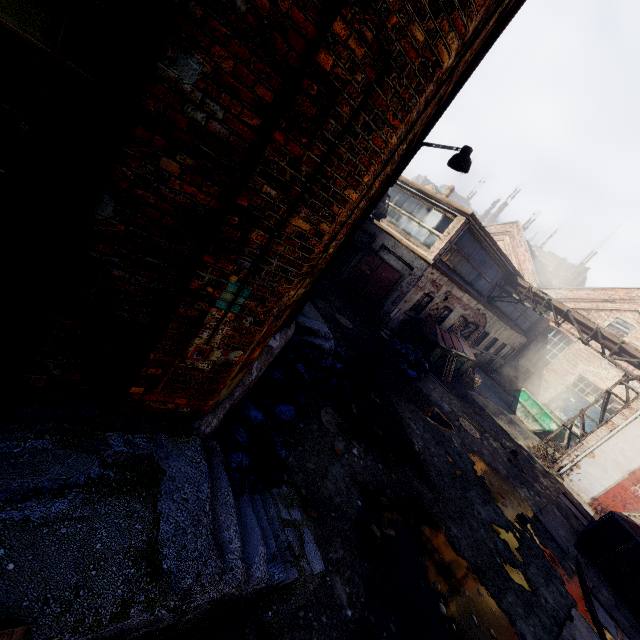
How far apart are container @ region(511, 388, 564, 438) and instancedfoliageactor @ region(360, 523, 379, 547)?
16.50m

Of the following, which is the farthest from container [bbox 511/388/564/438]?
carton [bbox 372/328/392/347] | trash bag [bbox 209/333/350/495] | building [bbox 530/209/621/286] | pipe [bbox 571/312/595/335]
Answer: building [bbox 530/209/621/286]

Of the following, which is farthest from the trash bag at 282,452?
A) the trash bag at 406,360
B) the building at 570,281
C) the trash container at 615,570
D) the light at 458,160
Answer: the building at 570,281

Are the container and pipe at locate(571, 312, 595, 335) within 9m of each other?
yes

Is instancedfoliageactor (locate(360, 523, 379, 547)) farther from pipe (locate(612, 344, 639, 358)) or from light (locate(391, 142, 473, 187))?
pipe (locate(612, 344, 639, 358))

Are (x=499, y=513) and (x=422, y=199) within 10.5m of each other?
no

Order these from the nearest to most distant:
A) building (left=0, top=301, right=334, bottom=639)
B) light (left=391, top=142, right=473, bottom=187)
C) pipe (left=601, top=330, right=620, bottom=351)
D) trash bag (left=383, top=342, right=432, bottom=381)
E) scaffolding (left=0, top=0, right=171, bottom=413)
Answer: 1. scaffolding (left=0, top=0, right=171, bottom=413)
2. building (left=0, top=301, right=334, bottom=639)
3. light (left=391, top=142, right=473, bottom=187)
4. trash bag (left=383, top=342, right=432, bottom=381)
5. pipe (left=601, top=330, right=620, bottom=351)

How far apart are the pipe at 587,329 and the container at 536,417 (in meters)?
4.42
